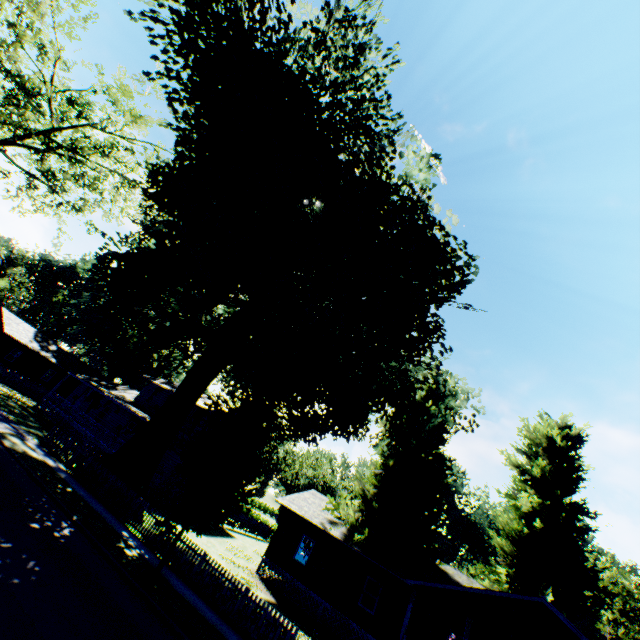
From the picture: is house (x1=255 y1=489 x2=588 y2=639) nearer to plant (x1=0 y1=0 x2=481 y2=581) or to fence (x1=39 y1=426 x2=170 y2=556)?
plant (x1=0 y1=0 x2=481 y2=581)

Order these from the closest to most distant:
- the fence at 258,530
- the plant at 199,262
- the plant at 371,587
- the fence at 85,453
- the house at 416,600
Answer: the plant at 199,262 → the house at 416,600 → the fence at 85,453 → the plant at 371,587 → the fence at 258,530

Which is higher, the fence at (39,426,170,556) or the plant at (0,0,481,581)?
the plant at (0,0,481,581)

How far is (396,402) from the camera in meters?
18.3 m

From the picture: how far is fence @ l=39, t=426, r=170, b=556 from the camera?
15.5 meters

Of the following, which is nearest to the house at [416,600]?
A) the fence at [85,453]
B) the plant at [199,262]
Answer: the plant at [199,262]

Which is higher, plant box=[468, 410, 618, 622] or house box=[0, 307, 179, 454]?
plant box=[468, 410, 618, 622]
